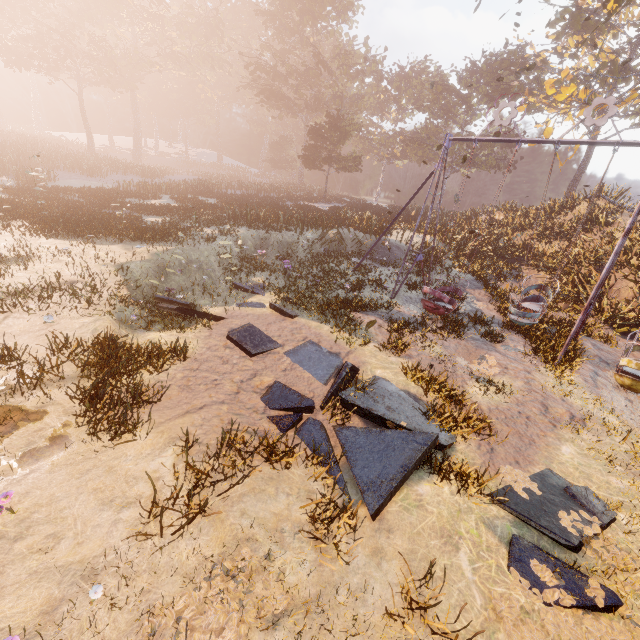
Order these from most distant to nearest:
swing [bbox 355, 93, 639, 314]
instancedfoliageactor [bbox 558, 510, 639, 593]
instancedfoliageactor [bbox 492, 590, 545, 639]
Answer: swing [bbox 355, 93, 639, 314] → instancedfoliageactor [bbox 558, 510, 639, 593] → instancedfoliageactor [bbox 492, 590, 545, 639]

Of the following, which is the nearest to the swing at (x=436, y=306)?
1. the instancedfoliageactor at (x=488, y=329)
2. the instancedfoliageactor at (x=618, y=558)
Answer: the instancedfoliageactor at (x=488, y=329)

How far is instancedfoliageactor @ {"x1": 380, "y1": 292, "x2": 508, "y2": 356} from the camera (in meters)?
9.56

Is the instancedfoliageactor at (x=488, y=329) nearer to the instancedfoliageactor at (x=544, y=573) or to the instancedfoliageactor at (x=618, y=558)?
the instancedfoliageactor at (x=618, y=558)

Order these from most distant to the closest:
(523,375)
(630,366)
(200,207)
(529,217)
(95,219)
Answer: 1. (529,217)
2. (200,207)
3. (95,219)
4. (523,375)
5. (630,366)

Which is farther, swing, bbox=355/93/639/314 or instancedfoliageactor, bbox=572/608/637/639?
swing, bbox=355/93/639/314

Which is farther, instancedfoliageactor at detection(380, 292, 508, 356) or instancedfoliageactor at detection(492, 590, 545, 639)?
instancedfoliageactor at detection(380, 292, 508, 356)
